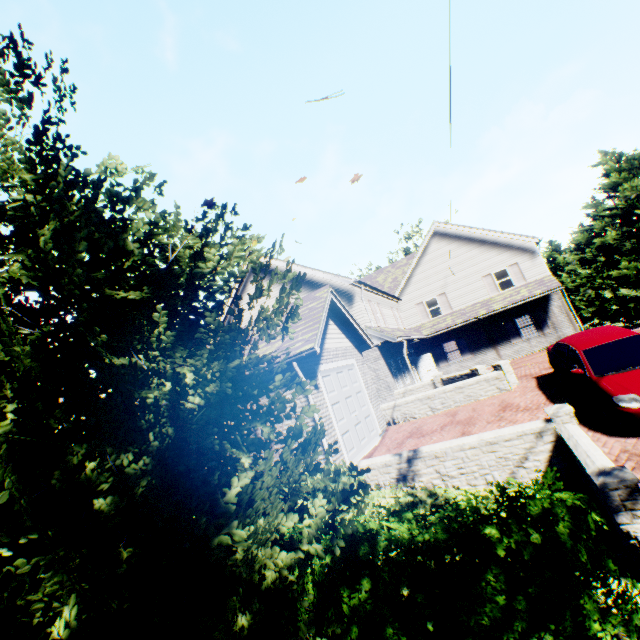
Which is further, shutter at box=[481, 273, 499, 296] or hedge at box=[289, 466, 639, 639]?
shutter at box=[481, 273, 499, 296]

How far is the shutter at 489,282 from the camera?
22.58m

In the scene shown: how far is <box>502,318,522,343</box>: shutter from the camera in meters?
21.9

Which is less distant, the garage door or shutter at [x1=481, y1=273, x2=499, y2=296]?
the garage door

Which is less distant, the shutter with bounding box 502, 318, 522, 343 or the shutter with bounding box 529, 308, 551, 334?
the shutter with bounding box 529, 308, 551, 334

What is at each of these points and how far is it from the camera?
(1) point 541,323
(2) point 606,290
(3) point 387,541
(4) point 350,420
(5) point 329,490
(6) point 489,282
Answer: (1) shutter, 21.3m
(2) tree, 29.7m
(3) hedge, 4.2m
(4) garage door, 10.6m
(5) hedge, 7.8m
(6) shutter, 22.8m

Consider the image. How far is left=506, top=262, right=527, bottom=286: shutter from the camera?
21.9m

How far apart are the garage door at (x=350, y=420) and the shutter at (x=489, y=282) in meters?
15.0
